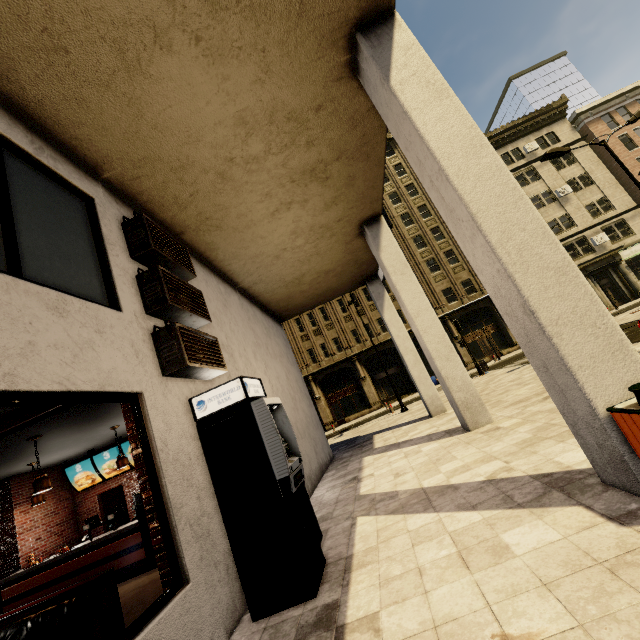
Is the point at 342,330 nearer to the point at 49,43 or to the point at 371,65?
the point at 371,65

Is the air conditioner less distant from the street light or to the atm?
the atm

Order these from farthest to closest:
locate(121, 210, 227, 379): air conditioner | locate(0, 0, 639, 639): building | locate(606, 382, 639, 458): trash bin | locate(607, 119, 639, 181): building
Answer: locate(607, 119, 639, 181): building
locate(121, 210, 227, 379): air conditioner
locate(0, 0, 639, 639): building
locate(606, 382, 639, 458): trash bin

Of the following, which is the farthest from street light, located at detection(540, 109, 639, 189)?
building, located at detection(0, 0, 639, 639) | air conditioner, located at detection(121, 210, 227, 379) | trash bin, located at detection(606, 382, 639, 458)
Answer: air conditioner, located at detection(121, 210, 227, 379)

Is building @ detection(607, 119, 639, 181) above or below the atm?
above

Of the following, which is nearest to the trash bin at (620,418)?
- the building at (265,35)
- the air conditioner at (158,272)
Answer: the building at (265,35)

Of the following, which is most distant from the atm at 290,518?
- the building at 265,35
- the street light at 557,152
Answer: the street light at 557,152

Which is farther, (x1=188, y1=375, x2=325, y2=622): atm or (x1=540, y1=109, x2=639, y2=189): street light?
(x1=540, y1=109, x2=639, y2=189): street light
